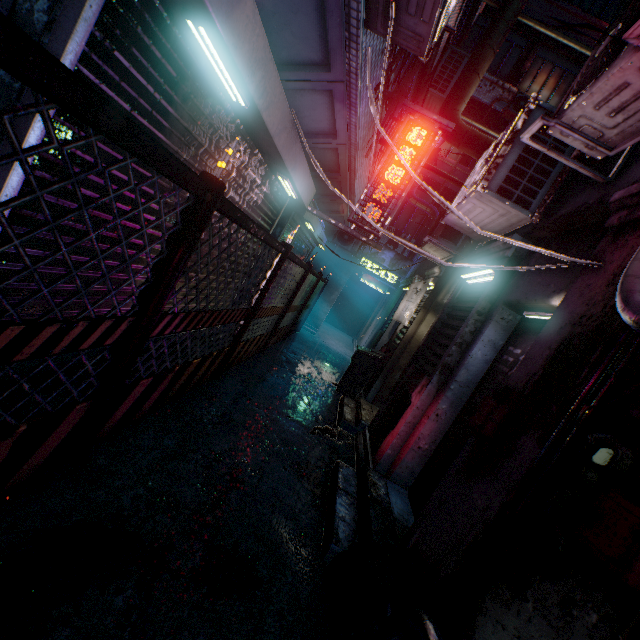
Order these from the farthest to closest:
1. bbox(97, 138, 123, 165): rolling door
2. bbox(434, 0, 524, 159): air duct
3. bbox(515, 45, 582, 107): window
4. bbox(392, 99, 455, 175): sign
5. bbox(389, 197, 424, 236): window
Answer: bbox(389, 197, 424, 236): window, bbox(515, 45, 582, 107): window, bbox(434, 0, 524, 159): air duct, bbox(392, 99, 455, 175): sign, bbox(97, 138, 123, 165): rolling door

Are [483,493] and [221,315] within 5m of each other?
yes

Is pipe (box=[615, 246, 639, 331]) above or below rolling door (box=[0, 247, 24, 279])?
above

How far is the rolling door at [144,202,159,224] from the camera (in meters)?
2.36

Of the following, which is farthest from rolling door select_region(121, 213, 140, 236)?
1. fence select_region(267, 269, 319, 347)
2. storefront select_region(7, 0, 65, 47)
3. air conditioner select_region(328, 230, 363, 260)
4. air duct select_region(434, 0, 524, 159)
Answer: air conditioner select_region(328, 230, 363, 260)

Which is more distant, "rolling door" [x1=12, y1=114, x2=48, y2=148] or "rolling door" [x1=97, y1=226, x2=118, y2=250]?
"rolling door" [x1=97, y1=226, x2=118, y2=250]

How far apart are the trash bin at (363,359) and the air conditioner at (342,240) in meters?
4.3 m

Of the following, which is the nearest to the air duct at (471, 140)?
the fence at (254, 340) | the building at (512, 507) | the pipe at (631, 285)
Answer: the pipe at (631, 285)
